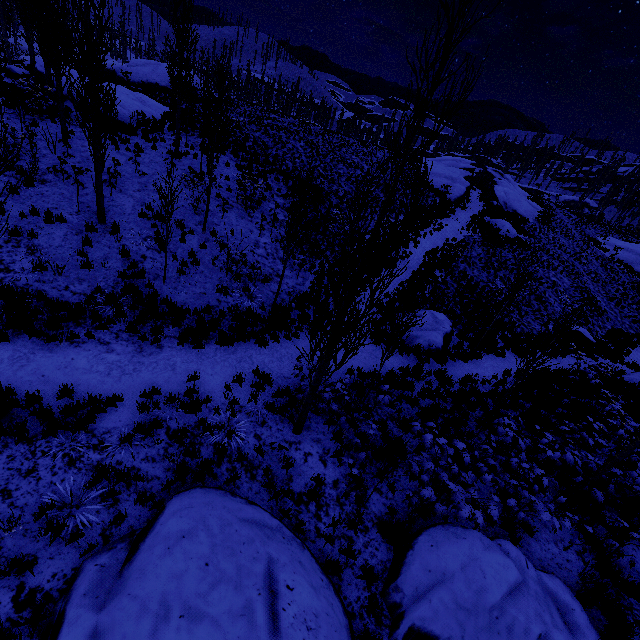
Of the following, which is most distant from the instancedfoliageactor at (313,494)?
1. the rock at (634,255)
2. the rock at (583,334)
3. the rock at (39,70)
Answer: the rock at (583,334)

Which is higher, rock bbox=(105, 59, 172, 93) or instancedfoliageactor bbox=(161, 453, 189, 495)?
rock bbox=(105, 59, 172, 93)

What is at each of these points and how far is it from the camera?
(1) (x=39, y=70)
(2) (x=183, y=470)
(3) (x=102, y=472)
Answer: (1) rock, 20.1 meters
(2) instancedfoliageactor, 6.3 meters
(3) instancedfoliageactor, 5.7 meters

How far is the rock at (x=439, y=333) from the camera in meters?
13.0

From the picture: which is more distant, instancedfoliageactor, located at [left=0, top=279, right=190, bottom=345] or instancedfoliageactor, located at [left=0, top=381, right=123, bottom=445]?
instancedfoliageactor, located at [left=0, top=279, right=190, bottom=345]

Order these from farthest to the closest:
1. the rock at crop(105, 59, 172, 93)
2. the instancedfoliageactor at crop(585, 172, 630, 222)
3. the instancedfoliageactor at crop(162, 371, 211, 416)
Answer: the instancedfoliageactor at crop(585, 172, 630, 222) → the rock at crop(105, 59, 172, 93) → the instancedfoliageactor at crop(162, 371, 211, 416)

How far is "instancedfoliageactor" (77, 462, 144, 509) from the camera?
5.41m

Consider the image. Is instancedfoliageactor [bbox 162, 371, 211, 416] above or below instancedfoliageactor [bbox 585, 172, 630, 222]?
below
